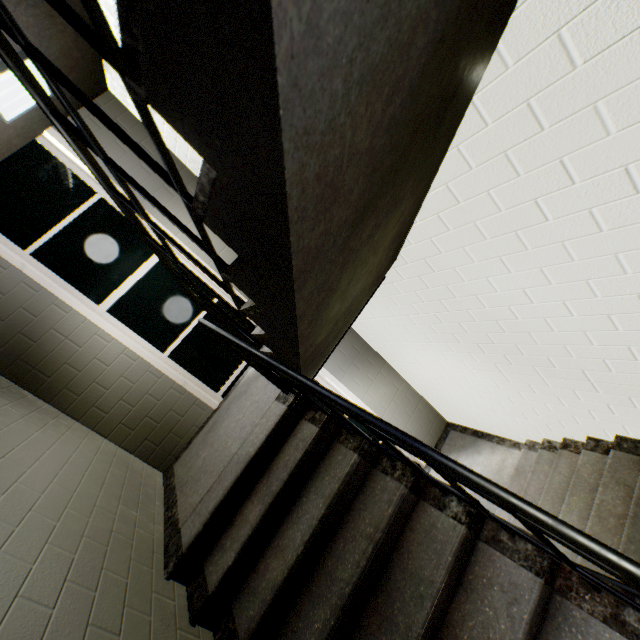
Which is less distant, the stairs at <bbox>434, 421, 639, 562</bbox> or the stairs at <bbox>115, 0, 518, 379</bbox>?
the stairs at <bbox>115, 0, 518, 379</bbox>

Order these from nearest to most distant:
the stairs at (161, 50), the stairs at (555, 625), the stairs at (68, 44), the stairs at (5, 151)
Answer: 1. the stairs at (161, 50)
2. the stairs at (555, 625)
3. the stairs at (68, 44)
4. the stairs at (5, 151)

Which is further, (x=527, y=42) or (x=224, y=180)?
(x=527, y=42)

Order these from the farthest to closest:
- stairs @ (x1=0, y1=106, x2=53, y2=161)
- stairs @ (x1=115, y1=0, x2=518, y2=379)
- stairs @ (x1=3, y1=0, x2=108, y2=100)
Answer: stairs @ (x1=0, y1=106, x2=53, y2=161), stairs @ (x1=3, y1=0, x2=108, y2=100), stairs @ (x1=115, y1=0, x2=518, y2=379)

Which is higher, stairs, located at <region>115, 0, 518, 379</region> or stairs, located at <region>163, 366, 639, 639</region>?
stairs, located at <region>115, 0, 518, 379</region>

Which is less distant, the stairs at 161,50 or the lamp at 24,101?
the stairs at 161,50
